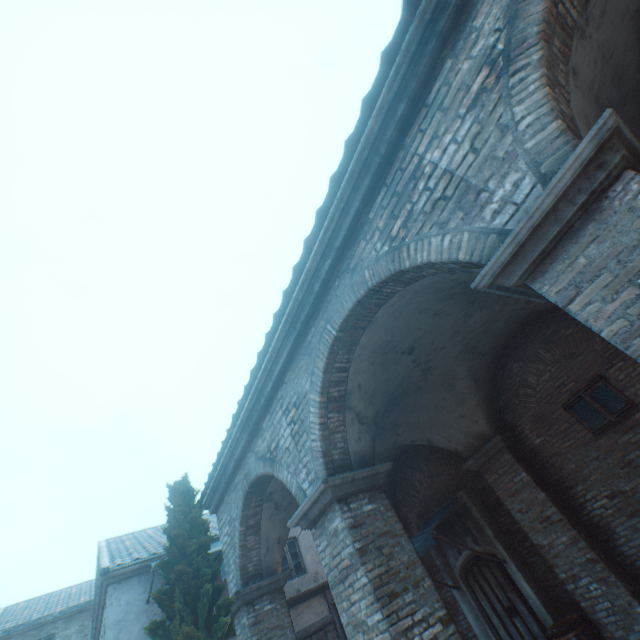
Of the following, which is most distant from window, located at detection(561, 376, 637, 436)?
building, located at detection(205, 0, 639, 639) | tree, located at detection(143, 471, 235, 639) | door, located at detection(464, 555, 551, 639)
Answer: building, located at detection(205, 0, 639, 639)

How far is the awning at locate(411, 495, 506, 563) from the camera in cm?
745

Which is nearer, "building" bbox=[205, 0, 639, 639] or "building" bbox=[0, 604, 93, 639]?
"building" bbox=[205, 0, 639, 639]

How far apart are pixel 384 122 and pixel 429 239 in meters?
1.8 m

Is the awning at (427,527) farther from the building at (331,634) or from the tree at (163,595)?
Answer: the building at (331,634)

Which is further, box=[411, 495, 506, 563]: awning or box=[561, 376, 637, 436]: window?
box=[411, 495, 506, 563]: awning

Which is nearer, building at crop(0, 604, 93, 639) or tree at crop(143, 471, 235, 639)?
tree at crop(143, 471, 235, 639)

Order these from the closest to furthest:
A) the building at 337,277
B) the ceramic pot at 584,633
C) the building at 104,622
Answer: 1. the building at 337,277
2. the ceramic pot at 584,633
3. the building at 104,622
